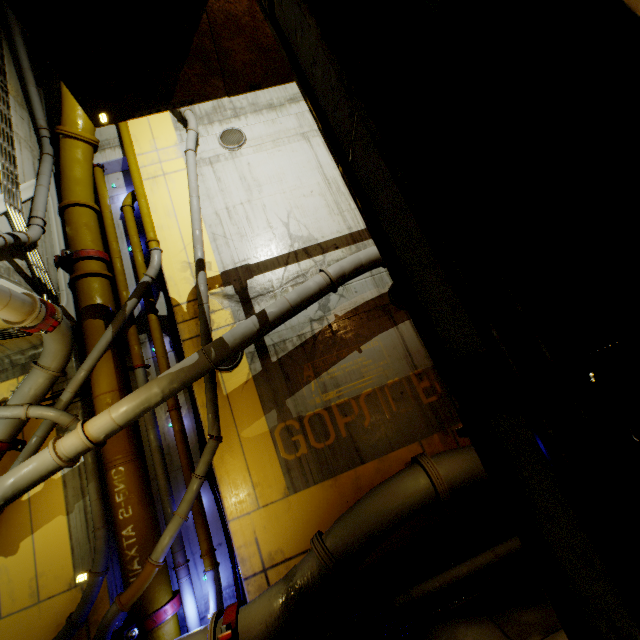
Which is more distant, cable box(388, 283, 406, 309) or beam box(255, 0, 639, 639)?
cable box(388, 283, 406, 309)

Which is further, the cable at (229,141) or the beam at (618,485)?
the cable at (229,141)

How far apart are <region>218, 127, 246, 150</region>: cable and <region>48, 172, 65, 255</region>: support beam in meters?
4.6

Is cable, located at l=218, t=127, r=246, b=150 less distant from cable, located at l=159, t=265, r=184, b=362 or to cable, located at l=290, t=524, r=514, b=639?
cable, located at l=159, t=265, r=184, b=362

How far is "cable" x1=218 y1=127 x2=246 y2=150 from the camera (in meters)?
9.48

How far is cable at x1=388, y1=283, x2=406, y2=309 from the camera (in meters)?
8.05

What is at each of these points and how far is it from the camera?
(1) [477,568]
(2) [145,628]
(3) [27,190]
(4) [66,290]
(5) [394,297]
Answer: (1) pipe, 4.96m
(2) pipe, 5.65m
(3) support beam, 7.59m
(4) support beam, 7.73m
(5) cable, 8.12m

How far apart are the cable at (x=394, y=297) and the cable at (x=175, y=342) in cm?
519
